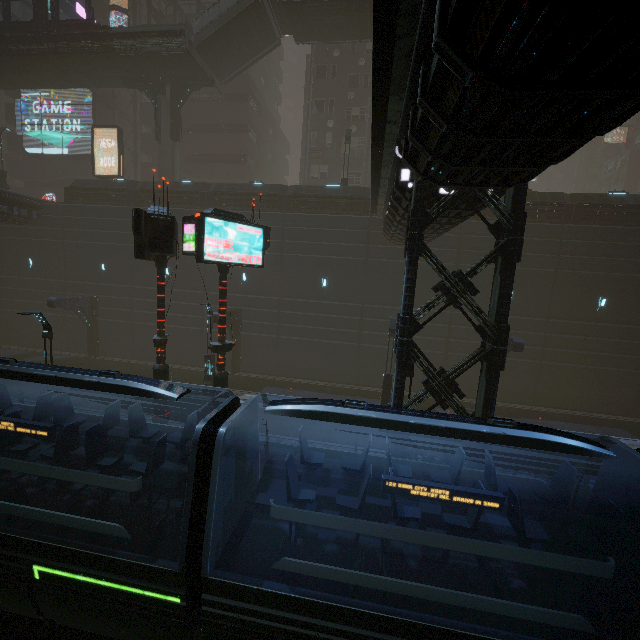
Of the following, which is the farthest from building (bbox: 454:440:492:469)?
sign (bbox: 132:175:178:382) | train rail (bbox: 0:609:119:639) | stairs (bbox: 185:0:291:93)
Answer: stairs (bbox: 185:0:291:93)

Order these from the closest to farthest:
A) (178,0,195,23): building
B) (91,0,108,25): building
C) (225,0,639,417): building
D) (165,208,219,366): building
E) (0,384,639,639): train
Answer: (225,0,639,417): building → (0,384,639,639): train → (165,208,219,366): building → (178,0,195,23): building → (91,0,108,25): building

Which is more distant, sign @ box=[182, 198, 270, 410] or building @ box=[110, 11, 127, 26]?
building @ box=[110, 11, 127, 26]

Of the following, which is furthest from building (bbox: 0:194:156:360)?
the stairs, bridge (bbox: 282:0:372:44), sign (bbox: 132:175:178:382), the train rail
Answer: the stairs

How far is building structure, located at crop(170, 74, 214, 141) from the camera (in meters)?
25.84

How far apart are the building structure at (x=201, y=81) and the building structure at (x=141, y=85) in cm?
68

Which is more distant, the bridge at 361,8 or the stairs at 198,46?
the stairs at 198,46

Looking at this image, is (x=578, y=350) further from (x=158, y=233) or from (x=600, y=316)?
(x=158, y=233)
